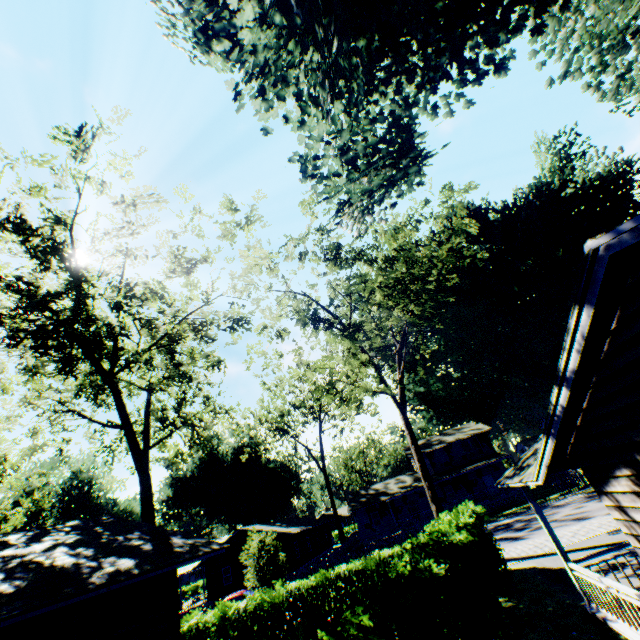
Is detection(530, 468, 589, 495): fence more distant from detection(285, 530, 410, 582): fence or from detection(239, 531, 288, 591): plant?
detection(285, 530, 410, 582): fence

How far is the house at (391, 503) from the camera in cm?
3750

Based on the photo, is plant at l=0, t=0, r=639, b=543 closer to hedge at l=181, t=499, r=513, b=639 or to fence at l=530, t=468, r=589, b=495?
fence at l=530, t=468, r=589, b=495

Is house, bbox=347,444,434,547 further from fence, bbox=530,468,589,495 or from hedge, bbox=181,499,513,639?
hedge, bbox=181,499,513,639

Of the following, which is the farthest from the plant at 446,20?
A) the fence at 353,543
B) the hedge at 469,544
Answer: the hedge at 469,544

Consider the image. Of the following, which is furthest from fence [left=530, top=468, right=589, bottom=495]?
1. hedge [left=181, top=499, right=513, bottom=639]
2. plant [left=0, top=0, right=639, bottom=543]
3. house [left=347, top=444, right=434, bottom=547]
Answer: hedge [left=181, top=499, right=513, bottom=639]

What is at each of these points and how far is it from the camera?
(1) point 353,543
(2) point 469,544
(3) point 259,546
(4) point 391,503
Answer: (1) fence, 45.94m
(2) hedge, 11.26m
(3) plant, 20.22m
(4) house, 41.56m

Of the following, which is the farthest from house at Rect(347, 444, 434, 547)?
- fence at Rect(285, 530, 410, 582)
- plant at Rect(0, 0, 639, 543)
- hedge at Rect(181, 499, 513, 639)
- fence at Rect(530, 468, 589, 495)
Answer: hedge at Rect(181, 499, 513, 639)
